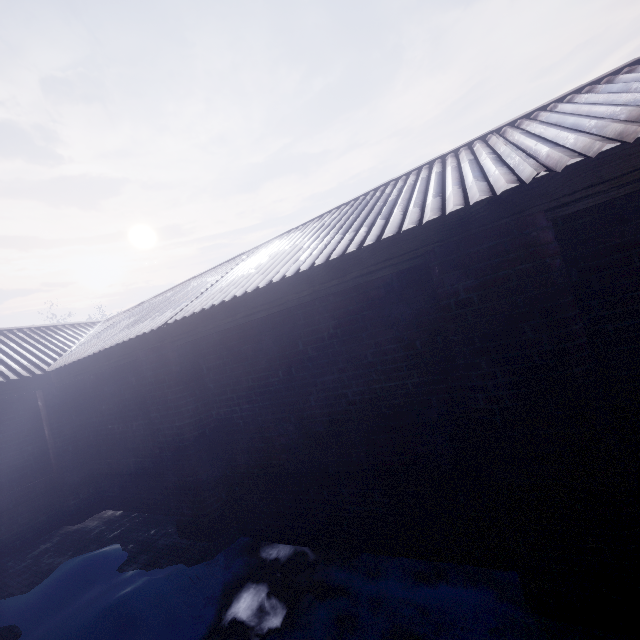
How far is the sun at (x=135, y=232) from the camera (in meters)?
58.96

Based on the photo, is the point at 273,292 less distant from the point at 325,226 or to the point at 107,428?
the point at 325,226

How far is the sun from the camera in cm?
5896
